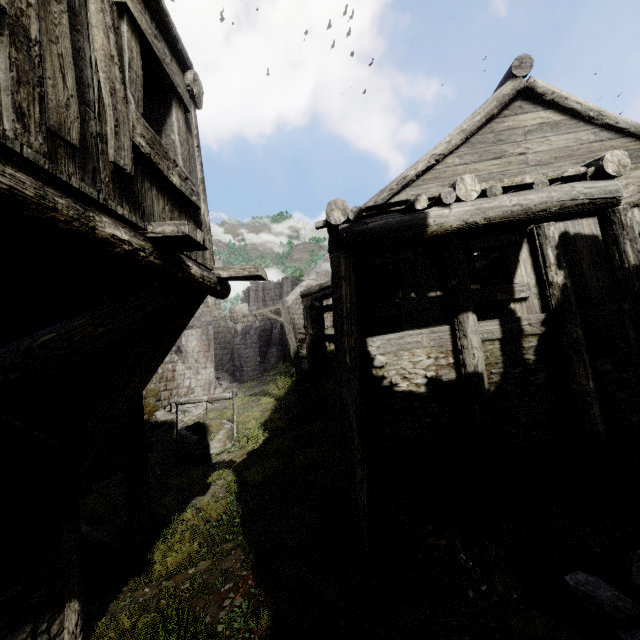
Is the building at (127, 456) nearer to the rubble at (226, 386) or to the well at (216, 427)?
the rubble at (226, 386)

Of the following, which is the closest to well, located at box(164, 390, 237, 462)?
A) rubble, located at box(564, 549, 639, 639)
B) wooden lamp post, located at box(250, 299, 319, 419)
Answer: wooden lamp post, located at box(250, 299, 319, 419)

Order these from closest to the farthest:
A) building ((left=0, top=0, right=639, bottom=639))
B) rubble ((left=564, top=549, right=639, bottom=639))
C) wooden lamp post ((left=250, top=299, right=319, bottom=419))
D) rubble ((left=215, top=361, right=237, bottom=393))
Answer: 1. building ((left=0, top=0, right=639, bottom=639))
2. rubble ((left=564, top=549, right=639, bottom=639))
3. wooden lamp post ((left=250, top=299, right=319, bottom=419))
4. rubble ((left=215, top=361, right=237, bottom=393))

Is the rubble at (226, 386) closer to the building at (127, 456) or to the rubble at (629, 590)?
the building at (127, 456)

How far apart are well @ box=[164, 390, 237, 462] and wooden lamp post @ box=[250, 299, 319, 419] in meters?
2.0

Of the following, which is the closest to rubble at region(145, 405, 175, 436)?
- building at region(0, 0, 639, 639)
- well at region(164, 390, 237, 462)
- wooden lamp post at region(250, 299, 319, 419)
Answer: building at region(0, 0, 639, 639)

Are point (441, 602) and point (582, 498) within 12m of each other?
yes

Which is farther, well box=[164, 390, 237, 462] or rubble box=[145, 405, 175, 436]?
rubble box=[145, 405, 175, 436]
